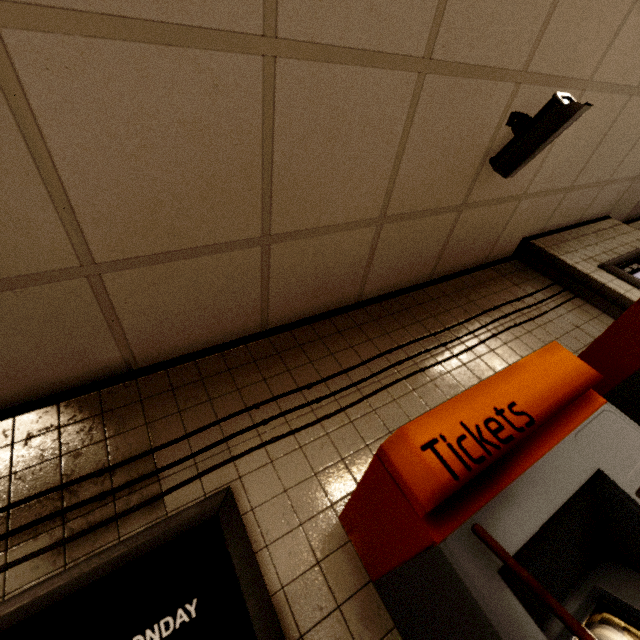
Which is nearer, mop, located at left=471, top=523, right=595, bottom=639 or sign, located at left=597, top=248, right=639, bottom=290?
mop, located at left=471, top=523, right=595, bottom=639

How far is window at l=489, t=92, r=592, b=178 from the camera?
1.7m

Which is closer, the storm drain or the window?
the storm drain

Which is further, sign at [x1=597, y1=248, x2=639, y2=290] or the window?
sign at [x1=597, y1=248, x2=639, y2=290]

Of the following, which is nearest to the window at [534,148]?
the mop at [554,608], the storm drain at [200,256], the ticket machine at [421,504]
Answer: the storm drain at [200,256]

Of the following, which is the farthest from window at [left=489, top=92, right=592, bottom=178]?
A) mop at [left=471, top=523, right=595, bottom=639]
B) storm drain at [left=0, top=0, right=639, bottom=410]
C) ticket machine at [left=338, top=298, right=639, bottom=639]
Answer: mop at [left=471, top=523, right=595, bottom=639]

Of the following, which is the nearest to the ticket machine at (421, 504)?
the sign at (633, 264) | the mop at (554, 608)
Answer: the mop at (554, 608)

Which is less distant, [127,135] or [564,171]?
[127,135]
